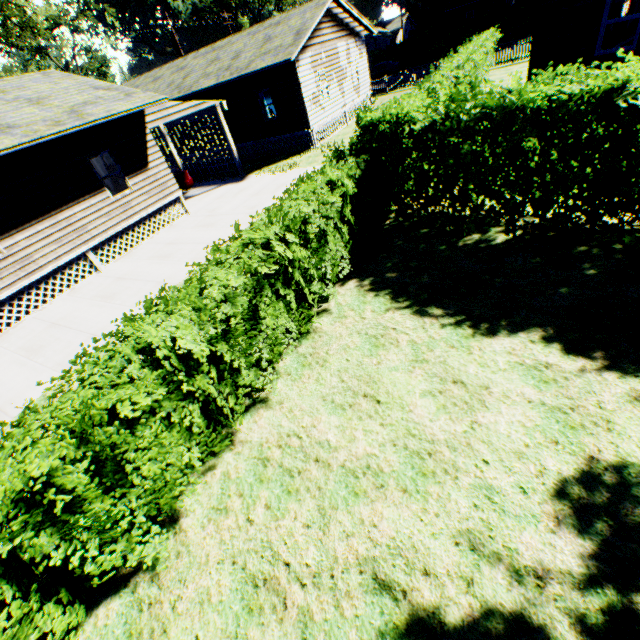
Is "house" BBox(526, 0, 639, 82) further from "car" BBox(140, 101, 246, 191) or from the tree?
the tree

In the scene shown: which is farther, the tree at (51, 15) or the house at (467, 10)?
the house at (467, 10)

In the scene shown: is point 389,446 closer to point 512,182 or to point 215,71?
point 512,182

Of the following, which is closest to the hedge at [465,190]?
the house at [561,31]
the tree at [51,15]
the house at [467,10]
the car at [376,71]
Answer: the house at [561,31]

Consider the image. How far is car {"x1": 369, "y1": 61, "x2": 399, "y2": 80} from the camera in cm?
3797

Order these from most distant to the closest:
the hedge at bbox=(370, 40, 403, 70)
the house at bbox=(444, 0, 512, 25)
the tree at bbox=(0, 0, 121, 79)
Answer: the house at bbox=(444, 0, 512, 25) → the hedge at bbox=(370, 40, 403, 70) → the tree at bbox=(0, 0, 121, 79)

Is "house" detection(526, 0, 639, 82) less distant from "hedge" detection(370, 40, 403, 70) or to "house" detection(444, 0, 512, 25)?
"hedge" detection(370, 40, 403, 70)

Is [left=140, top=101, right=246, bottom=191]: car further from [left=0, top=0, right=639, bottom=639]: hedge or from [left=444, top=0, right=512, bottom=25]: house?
[left=444, top=0, right=512, bottom=25]: house
